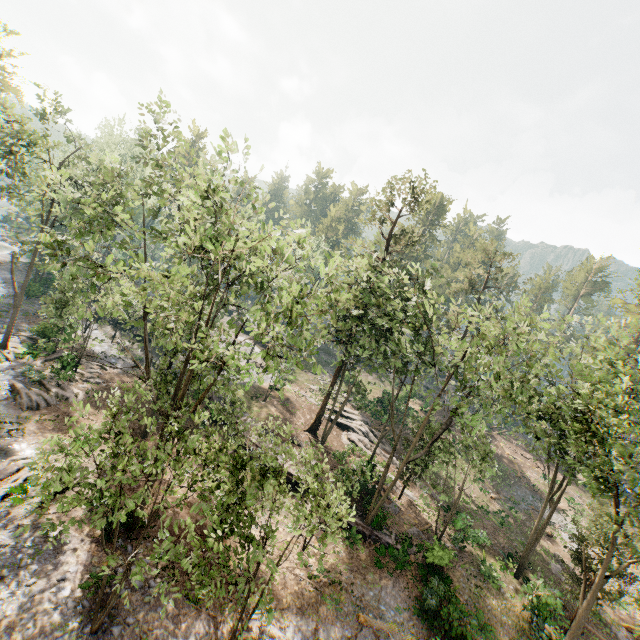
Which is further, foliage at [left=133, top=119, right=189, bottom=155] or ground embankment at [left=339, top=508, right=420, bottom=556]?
ground embankment at [left=339, top=508, right=420, bottom=556]

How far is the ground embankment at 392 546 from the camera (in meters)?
21.88

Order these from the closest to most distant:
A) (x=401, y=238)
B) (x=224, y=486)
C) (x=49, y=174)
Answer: (x=224, y=486) → (x=401, y=238) → (x=49, y=174)

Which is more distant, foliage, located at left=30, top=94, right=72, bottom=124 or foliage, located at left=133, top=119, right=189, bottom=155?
foliage, located at left=30, top=94, right=72, bottom=124

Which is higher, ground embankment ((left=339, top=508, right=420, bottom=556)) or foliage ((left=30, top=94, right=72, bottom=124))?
foliage ((left=30, top=94, right=72, bottom=124))

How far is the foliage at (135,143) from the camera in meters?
21.0
